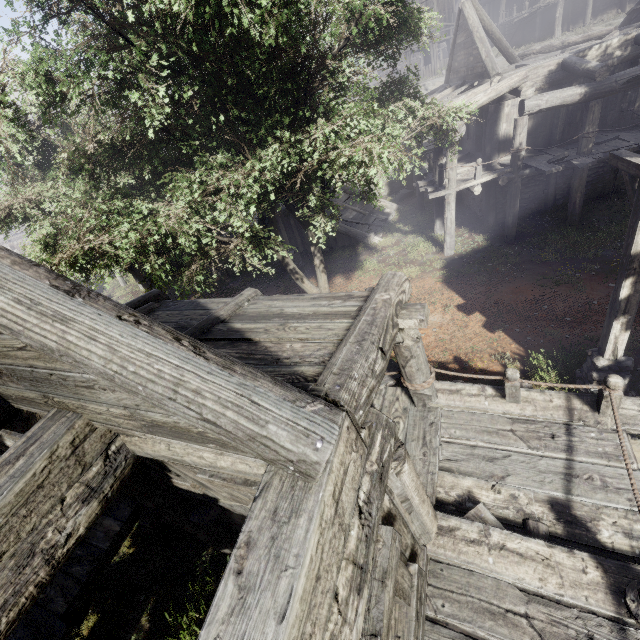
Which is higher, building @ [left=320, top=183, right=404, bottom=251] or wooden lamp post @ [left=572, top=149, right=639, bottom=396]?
wooden lamp post @ [left=572, top=149, right=639, bottom=396]

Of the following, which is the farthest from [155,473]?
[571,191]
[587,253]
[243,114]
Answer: [571,191]

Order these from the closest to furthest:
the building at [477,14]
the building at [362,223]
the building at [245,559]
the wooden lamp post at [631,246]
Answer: the building at [245,559] → the wooden lamp post at [631,246] → the building at [477,14] → the building at [362,223]

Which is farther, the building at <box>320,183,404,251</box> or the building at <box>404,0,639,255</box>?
the building at <box>320,183,404,251</box>

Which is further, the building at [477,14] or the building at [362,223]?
the building at [362,223]

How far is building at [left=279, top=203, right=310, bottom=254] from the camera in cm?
1973

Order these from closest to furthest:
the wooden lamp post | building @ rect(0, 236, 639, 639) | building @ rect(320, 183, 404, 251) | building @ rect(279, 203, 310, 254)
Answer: building @ rect(0, 236, 639, 639) → the wooden lamp post → building @ rect(320, 183, 404, 251) → building @ rect(279, 203, 310, 254)
